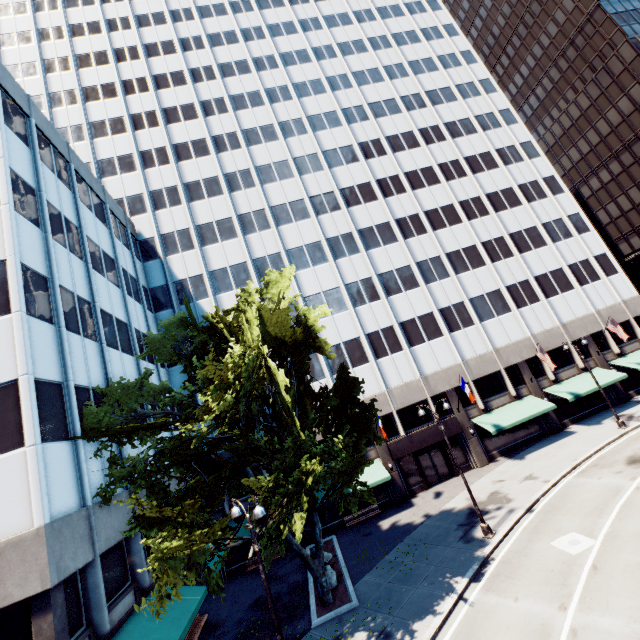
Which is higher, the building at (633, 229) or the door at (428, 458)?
the building at (633, 229)

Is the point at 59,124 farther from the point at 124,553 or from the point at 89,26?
the point at 124,553

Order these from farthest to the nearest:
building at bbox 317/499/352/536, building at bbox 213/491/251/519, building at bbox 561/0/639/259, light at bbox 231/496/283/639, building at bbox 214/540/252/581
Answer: building at bbox 561/0/639/259, building at bbox 317/499/352/536, building at bbox 213/491/251/519, building at bbox 214/540/252/581, light at bbox 231/496/283/639

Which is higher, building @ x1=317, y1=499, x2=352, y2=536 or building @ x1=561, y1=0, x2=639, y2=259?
building @ x1=561, y1=0, x2=639, y2=259

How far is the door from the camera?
28.2m

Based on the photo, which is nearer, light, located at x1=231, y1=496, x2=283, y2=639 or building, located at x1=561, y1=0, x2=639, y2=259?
light, located at x1=231, y1=496, x2=283, y2=639

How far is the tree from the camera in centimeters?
1270cm

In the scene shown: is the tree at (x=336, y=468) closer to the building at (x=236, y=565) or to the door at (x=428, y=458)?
the building at (x=236, y=565)
